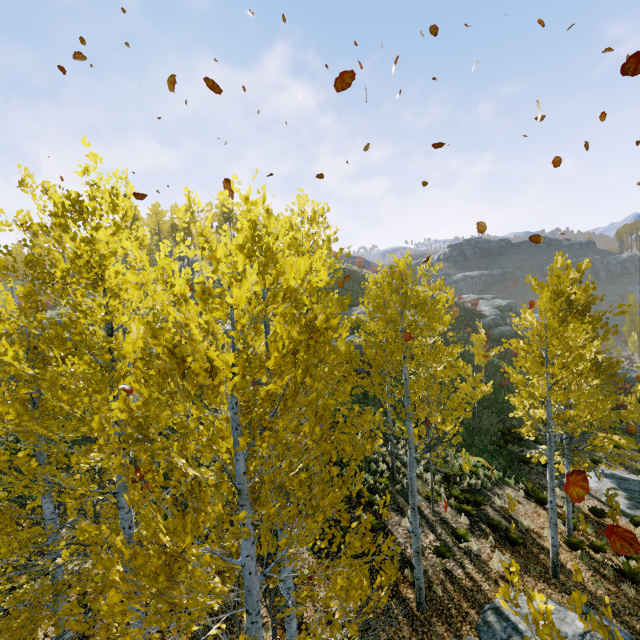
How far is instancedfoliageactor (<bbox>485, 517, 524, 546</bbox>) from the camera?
11.0m

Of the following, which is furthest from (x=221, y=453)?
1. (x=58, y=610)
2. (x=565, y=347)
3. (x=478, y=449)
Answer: (x=478, y=449)

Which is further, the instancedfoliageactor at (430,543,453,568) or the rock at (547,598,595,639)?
the instancedfoliageactor at (430,543,453,568)

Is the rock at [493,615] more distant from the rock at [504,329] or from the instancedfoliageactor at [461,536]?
the rock at [504,329]

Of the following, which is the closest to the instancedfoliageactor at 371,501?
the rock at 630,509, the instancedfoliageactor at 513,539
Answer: the rock at 630,509

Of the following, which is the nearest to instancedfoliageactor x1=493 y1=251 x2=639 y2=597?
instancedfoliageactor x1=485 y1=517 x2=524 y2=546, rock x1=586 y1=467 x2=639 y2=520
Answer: rock x1=586 y1=467 x2=639 y2=520

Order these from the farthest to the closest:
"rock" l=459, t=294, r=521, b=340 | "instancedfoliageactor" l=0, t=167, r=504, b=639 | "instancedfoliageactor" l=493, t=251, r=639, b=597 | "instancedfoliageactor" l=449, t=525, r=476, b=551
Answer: "rock" l=459, t=294, r=521, b=340, "instancedfoliageactor" l=449, t=525, r=476, b=551, "instancedfoliageactor" l=493, t=251, r=639, b=597, "instancedfoliageactor" l=0, t=167, r=504, b=639

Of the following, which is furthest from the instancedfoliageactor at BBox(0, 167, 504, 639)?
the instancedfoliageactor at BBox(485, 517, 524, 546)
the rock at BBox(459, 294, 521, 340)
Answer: the rock at BBox(459, 294, 521, 340)
